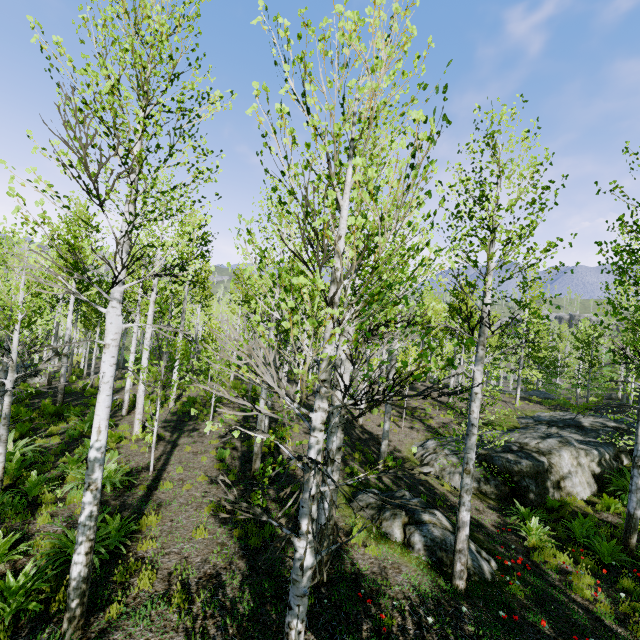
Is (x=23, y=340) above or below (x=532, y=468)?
above

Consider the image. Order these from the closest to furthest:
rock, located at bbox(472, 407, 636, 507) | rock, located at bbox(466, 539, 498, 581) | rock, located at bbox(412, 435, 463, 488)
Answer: rock, located at bbox(466, 539, 498, 581), rock, located at bbox(472, 407, 636, 507), rock, located at bbox(412, 435, 463, 488)

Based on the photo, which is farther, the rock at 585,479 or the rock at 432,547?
the rock at 585,479

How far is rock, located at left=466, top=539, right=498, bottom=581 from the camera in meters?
6.7

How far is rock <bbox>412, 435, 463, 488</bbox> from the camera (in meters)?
12.62

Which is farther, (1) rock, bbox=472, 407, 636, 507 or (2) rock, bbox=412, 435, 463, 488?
(2) rock, bbox=412, 435, 463, 488

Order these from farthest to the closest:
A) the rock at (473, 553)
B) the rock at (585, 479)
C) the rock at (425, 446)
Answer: the rock at (425, 446), the rock at (585, 479), the rock at (473, 553)
